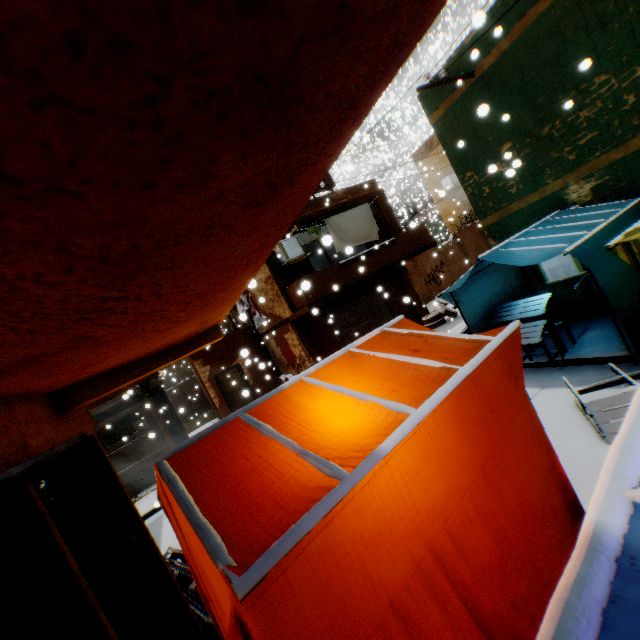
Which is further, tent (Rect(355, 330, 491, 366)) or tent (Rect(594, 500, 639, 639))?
tent (Rect(355, 330, 491, 366))

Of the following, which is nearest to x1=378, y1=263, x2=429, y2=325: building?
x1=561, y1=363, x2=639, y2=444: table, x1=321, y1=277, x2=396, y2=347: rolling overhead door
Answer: x1=321, y1=277, x2=396, y2=347: rolling overhead door

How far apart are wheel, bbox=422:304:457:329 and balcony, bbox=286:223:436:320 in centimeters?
66cm

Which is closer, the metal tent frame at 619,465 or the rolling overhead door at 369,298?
the metal tent frame at 619,465

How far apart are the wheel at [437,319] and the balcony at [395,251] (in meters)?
0.66

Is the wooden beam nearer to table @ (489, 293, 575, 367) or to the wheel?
the wheel

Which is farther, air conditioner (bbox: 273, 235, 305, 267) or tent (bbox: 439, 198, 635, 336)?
air conditioner (bbox: 273, 235, 305, 267)

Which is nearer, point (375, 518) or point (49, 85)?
point (49, 85)
